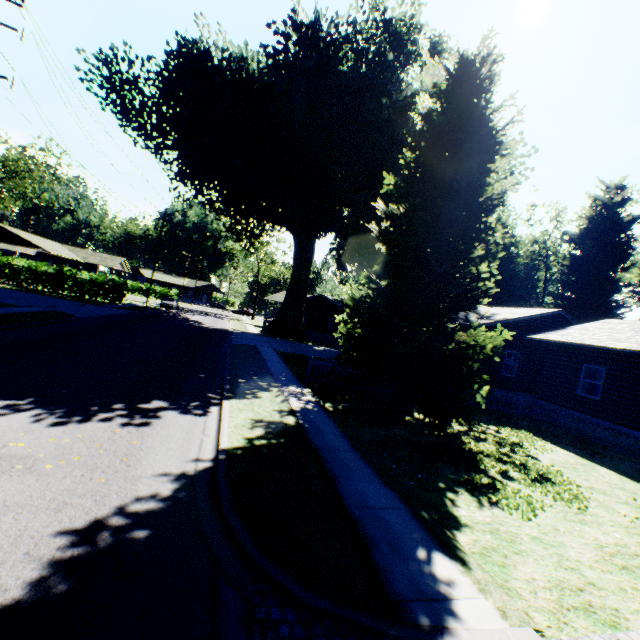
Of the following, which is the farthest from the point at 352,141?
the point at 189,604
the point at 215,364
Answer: the point at 189,604

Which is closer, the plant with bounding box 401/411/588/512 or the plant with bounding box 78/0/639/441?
the plant with bounding box 401/411/588/512

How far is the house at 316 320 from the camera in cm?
4644

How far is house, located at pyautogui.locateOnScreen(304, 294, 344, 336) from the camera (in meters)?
46.44

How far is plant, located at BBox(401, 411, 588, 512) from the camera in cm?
799

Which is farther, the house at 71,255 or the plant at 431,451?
the house at 71,255

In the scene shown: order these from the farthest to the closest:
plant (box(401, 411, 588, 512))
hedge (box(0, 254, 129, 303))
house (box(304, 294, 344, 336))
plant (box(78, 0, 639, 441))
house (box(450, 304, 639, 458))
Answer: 1. house (box(304, 294, 344, 336))
2. hedge (box(0, 254, 129, 303))
3. house (box(450, 304, 639, 458))
4. plant (box(78, 0, 639, 441))
5. plant (box(401, 411, 588, 512))

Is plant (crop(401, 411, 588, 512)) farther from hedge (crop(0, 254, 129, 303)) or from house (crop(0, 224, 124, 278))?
house (crop(0, 224, 124, 278))
